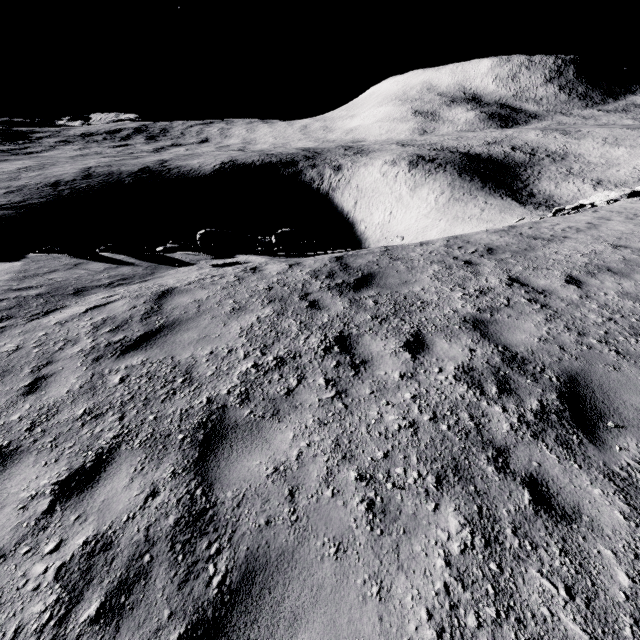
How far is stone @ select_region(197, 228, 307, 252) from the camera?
10.5 meters

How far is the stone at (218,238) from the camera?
10.5 meters

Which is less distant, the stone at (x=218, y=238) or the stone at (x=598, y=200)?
the stone at (x=218, y=238)

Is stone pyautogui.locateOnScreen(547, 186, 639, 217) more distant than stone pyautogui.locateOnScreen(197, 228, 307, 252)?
Yes

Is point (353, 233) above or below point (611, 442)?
below
